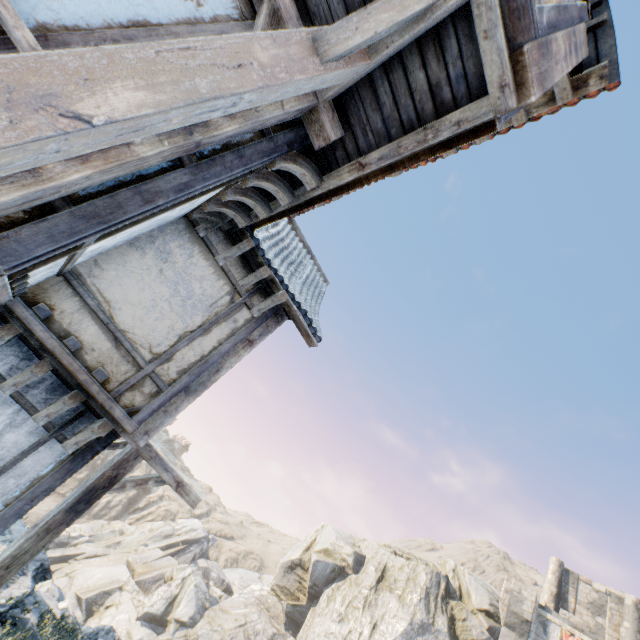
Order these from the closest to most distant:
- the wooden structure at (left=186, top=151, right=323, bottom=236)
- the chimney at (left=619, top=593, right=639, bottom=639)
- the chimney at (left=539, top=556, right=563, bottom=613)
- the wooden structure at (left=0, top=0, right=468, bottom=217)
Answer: the wooden structure at (left=0, top=0, right=468, bottom=217)
the wooden structure at (left=186, top=151, right=323, bottom=236)
the chimney at (left=619, top=593, right=639, bottom=639)
the chimney at (left=539, top=556, right=563, bottom=613)

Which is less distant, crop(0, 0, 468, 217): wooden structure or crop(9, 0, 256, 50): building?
crop(0, 0, 468, 217): wooden structure

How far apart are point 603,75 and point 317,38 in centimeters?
409cm

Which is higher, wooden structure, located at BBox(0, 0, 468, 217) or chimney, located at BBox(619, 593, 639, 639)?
chimney, located at BBox(619, 593, 639, 639)

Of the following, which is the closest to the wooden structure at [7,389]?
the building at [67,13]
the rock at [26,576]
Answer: the building at [67,13]

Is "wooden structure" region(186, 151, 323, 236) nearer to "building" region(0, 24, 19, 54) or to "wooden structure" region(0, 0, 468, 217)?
"building" region(0, 24, 19, 54)

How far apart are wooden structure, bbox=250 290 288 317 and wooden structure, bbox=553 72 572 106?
4.4 meters

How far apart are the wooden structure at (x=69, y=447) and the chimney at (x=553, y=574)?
35.9m
